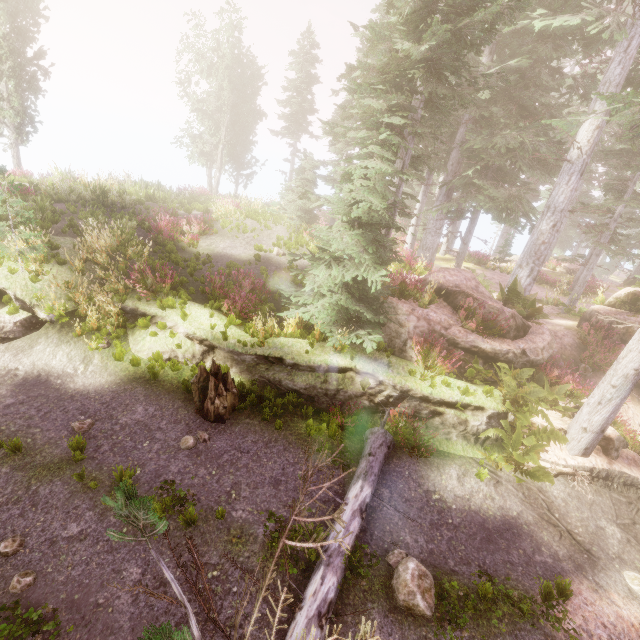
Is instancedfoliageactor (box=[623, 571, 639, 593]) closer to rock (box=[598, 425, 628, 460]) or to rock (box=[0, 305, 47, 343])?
rock (box=[598, 425, 628, 460])

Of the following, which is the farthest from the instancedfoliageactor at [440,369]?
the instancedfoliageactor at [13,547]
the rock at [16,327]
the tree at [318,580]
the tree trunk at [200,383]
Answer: the rock at [16,327]

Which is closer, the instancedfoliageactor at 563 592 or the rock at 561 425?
the instancedfoliageactor at 563 592

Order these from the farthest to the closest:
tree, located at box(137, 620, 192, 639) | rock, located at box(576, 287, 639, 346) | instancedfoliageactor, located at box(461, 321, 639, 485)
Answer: rock, located at box(576, 287, 639, 346) < instancedfoliageactor, located at box(461, 321, 639, 485) < tree, located at box(137, 620, 192, 639)

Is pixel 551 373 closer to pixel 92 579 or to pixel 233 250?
pixel 92 579

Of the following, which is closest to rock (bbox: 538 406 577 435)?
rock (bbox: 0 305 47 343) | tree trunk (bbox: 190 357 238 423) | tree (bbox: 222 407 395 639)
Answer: tree (bbox: 222 407 395 639)

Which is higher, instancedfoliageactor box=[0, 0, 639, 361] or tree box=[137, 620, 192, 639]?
instancedfoliageactor box=[0, 0, 639, 361]

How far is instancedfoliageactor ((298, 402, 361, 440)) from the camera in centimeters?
821cm
